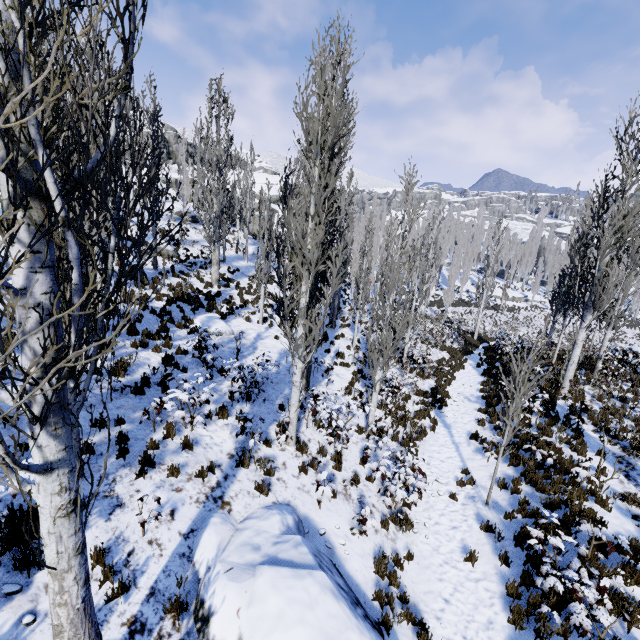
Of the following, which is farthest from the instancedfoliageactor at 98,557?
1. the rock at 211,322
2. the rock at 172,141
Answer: the rock at 172,141

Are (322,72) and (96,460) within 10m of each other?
yes

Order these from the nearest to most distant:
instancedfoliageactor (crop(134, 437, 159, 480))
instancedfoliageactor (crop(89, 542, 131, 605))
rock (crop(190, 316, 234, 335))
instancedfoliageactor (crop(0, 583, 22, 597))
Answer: instancedfoliageactor (crop(0, 583, 22, 597))
instancedfoliageactor (crop(89, 542, 131, 605))
instancedfoliageactor (crop(134, 437, 159, 480))
rock (crop(190, 316, 234, 335))

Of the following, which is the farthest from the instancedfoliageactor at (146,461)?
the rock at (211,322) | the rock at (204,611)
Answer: the rock at (211,322)

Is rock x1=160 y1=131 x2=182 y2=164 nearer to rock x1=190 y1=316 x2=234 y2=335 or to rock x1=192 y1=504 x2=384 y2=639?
rock x1=190 y1=316 x2=234 y2=335

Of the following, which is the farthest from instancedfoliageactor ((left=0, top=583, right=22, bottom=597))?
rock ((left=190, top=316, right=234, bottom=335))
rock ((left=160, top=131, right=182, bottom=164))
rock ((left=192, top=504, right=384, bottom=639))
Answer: rock ((left=160, top=131, right=182, bottom=164))

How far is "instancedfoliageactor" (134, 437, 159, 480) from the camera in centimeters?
612cm
